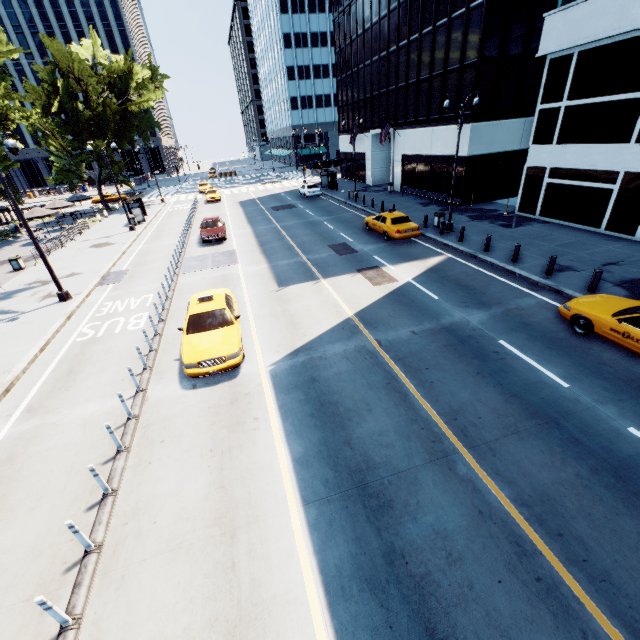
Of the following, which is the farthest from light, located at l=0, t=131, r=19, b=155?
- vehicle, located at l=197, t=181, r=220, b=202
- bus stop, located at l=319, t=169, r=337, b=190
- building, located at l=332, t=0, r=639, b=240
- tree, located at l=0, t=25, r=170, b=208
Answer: building, located at l=332, t=0, r=639, b=240

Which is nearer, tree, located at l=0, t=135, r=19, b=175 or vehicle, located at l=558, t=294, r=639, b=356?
vehicle, located at l=558, t=294, r=639, b=356

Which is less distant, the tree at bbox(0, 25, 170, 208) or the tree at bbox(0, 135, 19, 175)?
the tree at bbox(0, 135, 19, 175)

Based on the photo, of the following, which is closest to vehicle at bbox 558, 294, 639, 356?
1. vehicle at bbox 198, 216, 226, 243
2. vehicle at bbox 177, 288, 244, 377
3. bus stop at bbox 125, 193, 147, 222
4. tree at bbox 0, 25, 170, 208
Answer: vehicle at bbox 177, 288, 244, 377

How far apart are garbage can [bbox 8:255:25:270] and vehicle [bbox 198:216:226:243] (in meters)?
12.01

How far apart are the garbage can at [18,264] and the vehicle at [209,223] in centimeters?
1201cm

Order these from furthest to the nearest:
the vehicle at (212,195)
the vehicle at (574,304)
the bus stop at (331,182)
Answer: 1. the vehicle at (212,195)
2. the bus stop at (331,182)
3. the vehicle at (574,304)

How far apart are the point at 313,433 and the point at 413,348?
4.6 meters
